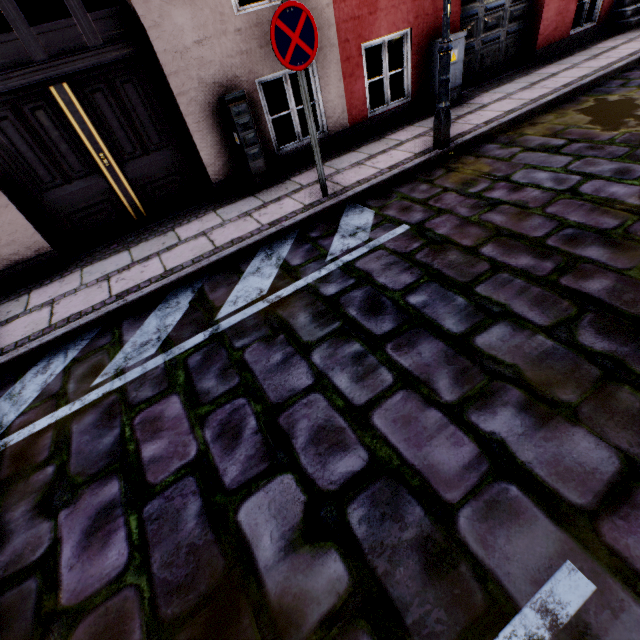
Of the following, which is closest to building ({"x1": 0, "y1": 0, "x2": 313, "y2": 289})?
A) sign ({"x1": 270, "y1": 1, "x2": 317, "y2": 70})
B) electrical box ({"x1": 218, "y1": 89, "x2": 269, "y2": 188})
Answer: electrical box ({"x1": 218, "y1": 89, "x2": 269, "y2": 188})

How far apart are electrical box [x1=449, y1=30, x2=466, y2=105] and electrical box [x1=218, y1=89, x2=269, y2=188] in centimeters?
378cm

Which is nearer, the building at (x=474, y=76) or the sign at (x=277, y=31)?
the sign at (x=277, y=31)

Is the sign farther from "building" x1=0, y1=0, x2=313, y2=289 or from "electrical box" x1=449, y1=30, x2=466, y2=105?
"electrical box" x1=449, y1=30, x2=466, y2=105

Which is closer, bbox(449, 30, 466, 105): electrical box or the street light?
the street light

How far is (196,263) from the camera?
3.8 meters

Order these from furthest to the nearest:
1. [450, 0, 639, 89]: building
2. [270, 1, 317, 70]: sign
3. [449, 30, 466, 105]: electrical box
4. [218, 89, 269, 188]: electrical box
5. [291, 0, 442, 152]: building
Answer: [450, 0, 639, 89]: building → [449, 30, 466, 105]: electrical box → [291, 0, 442, 152]: building → [218, 89, 269, 188]: electrical box → [270, 1, 317, 70]: sign

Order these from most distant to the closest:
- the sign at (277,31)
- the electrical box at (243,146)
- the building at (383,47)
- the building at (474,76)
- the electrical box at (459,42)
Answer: the building at (474,76) < the electrical box at (459,42) < the building at (383,47) < the electrical box at (243,146) < the sign at (277,31)
